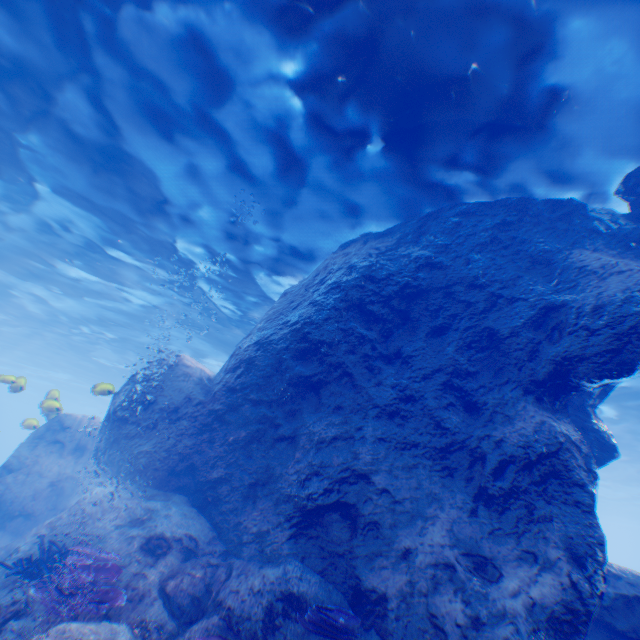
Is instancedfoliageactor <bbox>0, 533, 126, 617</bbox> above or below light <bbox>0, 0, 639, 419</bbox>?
below

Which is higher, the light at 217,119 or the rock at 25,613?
the light at 217,119

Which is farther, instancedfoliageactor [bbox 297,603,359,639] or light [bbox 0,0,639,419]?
light [bbox 0,0,639,419]

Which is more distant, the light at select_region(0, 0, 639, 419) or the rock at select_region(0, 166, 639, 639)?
the light at select_region(0, 0, 639, 419)

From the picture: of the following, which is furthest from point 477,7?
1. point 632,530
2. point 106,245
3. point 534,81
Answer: point 632,530

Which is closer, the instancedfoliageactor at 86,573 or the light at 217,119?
the instancedfoliageactor at 86,573

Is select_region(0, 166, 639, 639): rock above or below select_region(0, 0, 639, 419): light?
below

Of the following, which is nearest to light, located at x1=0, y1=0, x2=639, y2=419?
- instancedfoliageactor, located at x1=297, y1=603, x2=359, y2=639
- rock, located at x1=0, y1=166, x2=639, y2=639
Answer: rock, located at x1=0, y1=166, x2=639, y2=639
